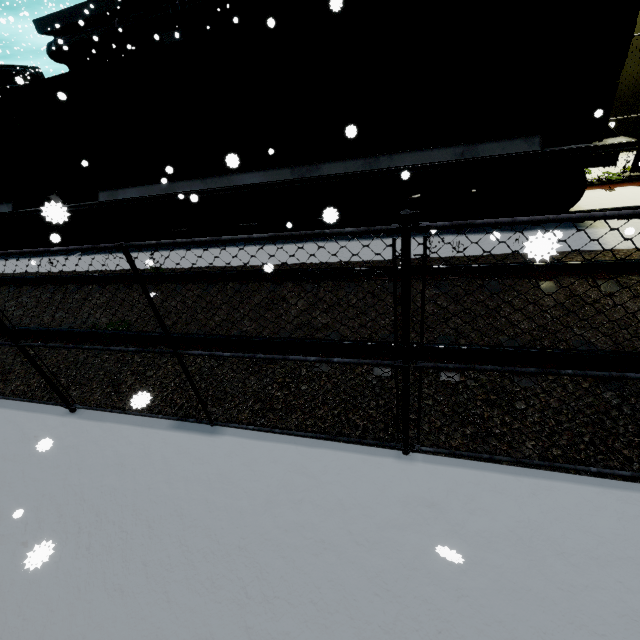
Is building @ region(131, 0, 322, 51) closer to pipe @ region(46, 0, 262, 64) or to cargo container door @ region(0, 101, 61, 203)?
pipe @ region(46, 0, 262, 64)

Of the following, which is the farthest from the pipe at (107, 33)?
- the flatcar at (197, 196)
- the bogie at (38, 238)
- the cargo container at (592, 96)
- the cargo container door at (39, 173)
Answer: the cargo container door at (39, 173)

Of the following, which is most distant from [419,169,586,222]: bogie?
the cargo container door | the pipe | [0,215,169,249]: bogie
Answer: the cargo container door

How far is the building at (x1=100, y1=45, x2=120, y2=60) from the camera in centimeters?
2269cm

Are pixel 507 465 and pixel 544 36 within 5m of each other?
no

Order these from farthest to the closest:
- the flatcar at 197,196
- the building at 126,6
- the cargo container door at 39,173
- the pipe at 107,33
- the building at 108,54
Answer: the building at 108,54, the building at 126,6, the pipe at 107,33, the cargo container door at 39,173, the flatcar at 197,196

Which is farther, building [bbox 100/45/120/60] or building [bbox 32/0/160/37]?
building [bbox 100/45/120/60]

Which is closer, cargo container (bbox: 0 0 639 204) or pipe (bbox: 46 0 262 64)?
cargo container (bbox: 0 0 639 204)
